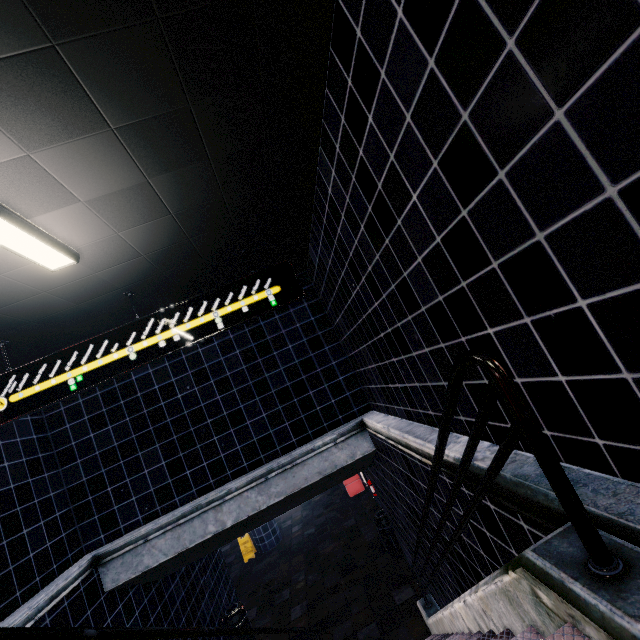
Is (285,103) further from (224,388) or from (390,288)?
(224,388)
